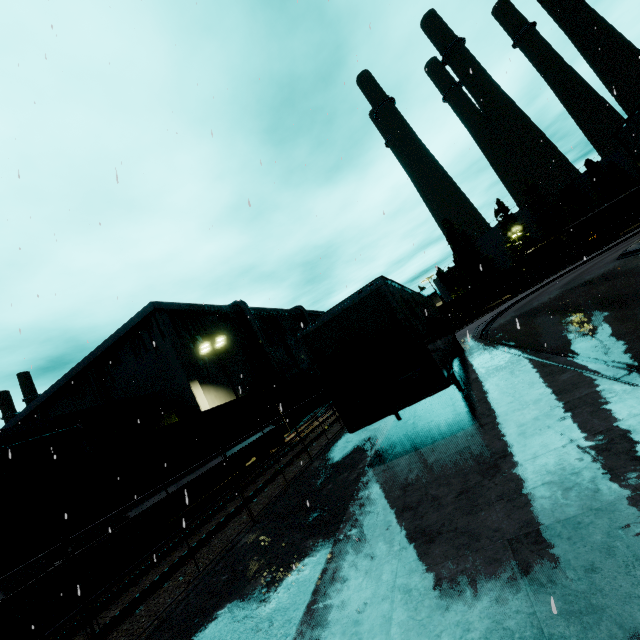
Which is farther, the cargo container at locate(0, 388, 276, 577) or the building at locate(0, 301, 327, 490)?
the building at locate(0, 301, 327, 490)

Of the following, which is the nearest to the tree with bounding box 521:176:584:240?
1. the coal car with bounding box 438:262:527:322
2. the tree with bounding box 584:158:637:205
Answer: the coal car with bounding box 438:262:527:322

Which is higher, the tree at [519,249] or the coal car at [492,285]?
the tree at [519,249]

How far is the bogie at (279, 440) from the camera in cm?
1958

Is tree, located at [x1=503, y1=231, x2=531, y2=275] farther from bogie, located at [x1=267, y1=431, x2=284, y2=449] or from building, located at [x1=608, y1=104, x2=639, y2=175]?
bogie, located at [x1=267, y1=431, x2=284, y2=449]

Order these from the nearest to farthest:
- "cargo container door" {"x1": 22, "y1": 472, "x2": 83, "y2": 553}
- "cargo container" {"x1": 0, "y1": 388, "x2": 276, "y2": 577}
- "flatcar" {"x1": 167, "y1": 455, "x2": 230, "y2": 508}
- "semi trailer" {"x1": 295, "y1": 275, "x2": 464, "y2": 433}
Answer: "semi trailer" {"x1": 295, "y1": 275, "x2": 464, "y2": 433} → "cargo container" {"x1": 0, "y1": 388, "x2": 276, "y2": 577} → "cargo container door" {"x1": 22, "y1": 472, "x2": 83, "y2": 553} → "flatcar" {"x1": 167, "y1": 455, "x2": 230, "y2": 508}

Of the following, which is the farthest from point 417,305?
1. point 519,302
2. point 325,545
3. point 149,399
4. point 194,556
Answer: point 519,302

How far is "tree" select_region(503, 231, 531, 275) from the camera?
56.6m
